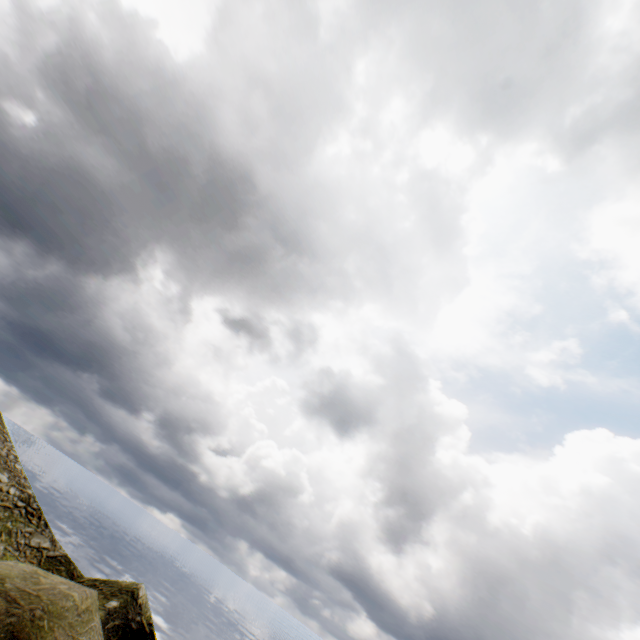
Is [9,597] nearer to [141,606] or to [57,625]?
[57,625]
